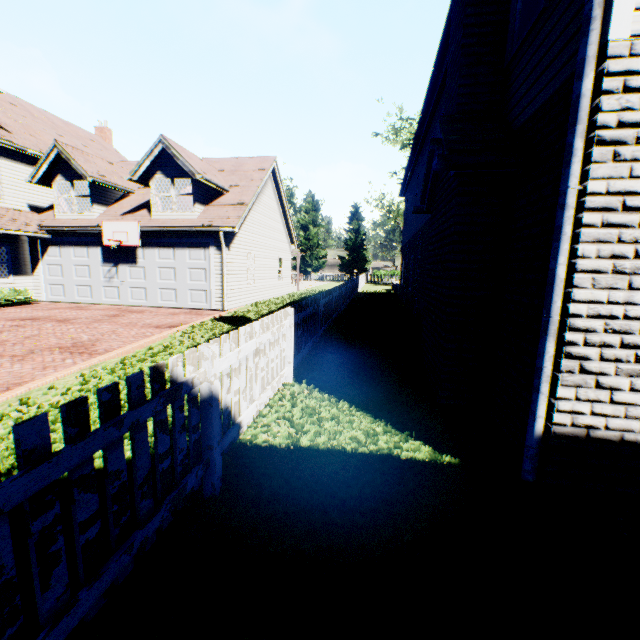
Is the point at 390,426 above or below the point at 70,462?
below

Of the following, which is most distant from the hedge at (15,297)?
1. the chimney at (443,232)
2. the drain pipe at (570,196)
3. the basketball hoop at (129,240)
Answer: the drain pipe at (570,196)

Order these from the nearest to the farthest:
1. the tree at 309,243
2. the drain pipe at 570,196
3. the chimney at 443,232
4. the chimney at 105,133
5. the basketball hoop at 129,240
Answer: the drain pipe at 570,196
the chimney at 443,232
the basketball hoop at 129,240
the chimney at 105,133
the tree at 309,243

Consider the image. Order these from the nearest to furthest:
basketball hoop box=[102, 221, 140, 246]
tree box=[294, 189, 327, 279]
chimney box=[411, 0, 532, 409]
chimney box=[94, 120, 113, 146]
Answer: chimney box=[411, 0, 532, 409], basketball hoop box=[102, 221, 140, 246], chimney box=[94, 120, 113, 146], tree box=[294, 189, 327, 279]

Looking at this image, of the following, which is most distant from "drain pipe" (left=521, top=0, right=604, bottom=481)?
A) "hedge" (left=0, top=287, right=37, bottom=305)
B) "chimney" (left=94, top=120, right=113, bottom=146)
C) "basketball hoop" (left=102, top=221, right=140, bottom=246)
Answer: "chimney" (left=94, top=120, right=113, bottom=146)

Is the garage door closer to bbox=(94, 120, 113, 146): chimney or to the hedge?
the hedge

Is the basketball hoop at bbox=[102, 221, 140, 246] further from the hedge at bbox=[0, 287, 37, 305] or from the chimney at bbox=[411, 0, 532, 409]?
the chimney at bbox=[411, 0, 532, 409]

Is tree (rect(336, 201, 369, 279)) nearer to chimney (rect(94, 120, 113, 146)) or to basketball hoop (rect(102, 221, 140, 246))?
basketball hoop (rect(102, 221, 140, 246))
